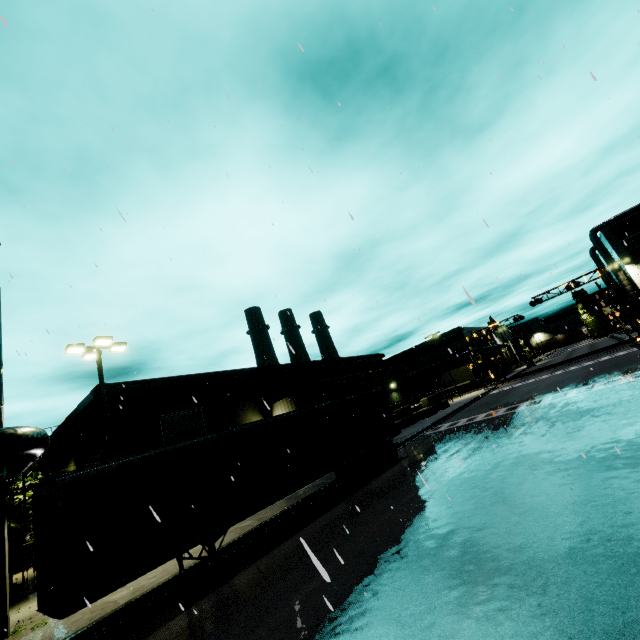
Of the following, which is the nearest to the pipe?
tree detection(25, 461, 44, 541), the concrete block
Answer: tree detection(25, 461, 44, 541)

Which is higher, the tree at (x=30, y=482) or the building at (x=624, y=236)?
the building at (x=624, y=236)

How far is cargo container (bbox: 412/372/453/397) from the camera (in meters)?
53.91

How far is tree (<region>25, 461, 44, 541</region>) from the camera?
28.2m

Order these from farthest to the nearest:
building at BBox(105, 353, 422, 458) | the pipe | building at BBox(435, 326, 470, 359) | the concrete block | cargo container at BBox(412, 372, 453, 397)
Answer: building at BBox(435, 326, 470, 359) < cargo container at BBox(412, 372, 453, 397) < the concrete block < building at BBox(105, 353, 422, 458) < the pipe

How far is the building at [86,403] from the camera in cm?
2514

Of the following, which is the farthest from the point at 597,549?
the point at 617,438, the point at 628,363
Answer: the point at 628,363

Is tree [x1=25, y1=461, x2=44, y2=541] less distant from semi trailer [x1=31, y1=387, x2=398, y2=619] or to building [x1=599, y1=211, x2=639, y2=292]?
building [x1=599, y1=211, x2=639, y2=292]
